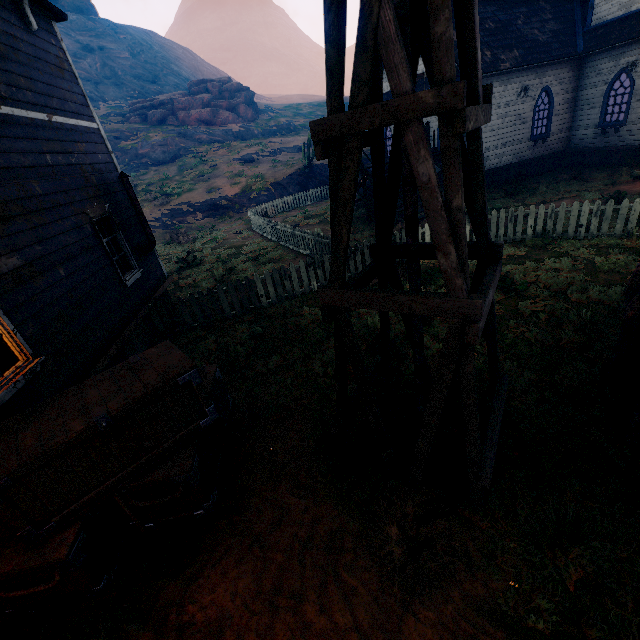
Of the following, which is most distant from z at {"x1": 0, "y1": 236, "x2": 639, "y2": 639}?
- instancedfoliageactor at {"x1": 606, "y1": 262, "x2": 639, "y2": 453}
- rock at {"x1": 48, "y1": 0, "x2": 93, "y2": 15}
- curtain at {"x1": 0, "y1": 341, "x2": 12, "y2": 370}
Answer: rock at {"x1": 48, "y1": 0, "x2": 93, "y2": 15}

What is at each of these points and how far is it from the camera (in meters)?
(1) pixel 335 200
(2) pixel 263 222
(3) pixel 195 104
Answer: (1) windmill, 2.73
(2) fence, 15.88
(3) rock, 42.12

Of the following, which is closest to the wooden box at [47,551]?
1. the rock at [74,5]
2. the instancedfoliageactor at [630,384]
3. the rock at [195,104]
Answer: the instancedfoliageactor at [630,384]

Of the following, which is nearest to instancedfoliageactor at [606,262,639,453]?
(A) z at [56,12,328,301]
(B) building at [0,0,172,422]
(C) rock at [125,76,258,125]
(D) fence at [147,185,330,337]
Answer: (A) z at [56,12,328,301]

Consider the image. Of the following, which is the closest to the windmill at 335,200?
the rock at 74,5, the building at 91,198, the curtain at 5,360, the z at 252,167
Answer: the z at 252,167

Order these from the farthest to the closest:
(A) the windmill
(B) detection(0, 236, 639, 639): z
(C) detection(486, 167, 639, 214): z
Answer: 1. (C) detection(486, 167, 639, 214): z
2. (B) detection(0, 236, 639, 639): z
3. (A) the windmill

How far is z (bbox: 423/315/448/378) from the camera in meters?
5.7

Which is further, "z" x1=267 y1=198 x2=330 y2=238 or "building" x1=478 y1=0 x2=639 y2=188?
"z" x1=267 y1=198 x2=330 y2=238
